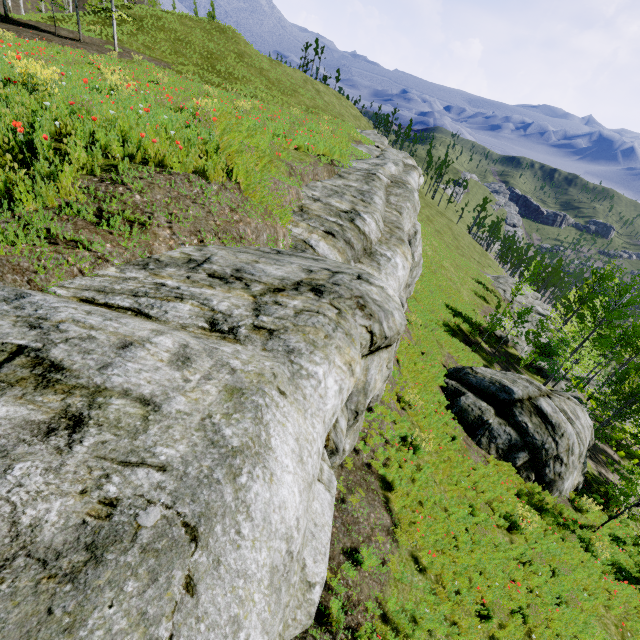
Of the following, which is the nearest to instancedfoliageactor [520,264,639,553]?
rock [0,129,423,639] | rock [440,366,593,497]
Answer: rock [0,129,423,639]

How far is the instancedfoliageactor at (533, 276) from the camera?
36.1 meters

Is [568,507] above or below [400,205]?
below

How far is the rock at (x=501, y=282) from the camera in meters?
44.2

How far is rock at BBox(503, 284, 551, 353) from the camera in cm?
3219

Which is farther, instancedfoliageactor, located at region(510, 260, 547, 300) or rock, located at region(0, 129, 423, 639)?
instancedfoliageactor, located at region(510, 260, 547, 300)

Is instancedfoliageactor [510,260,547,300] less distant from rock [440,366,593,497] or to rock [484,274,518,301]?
rock [484,274,518,301]
